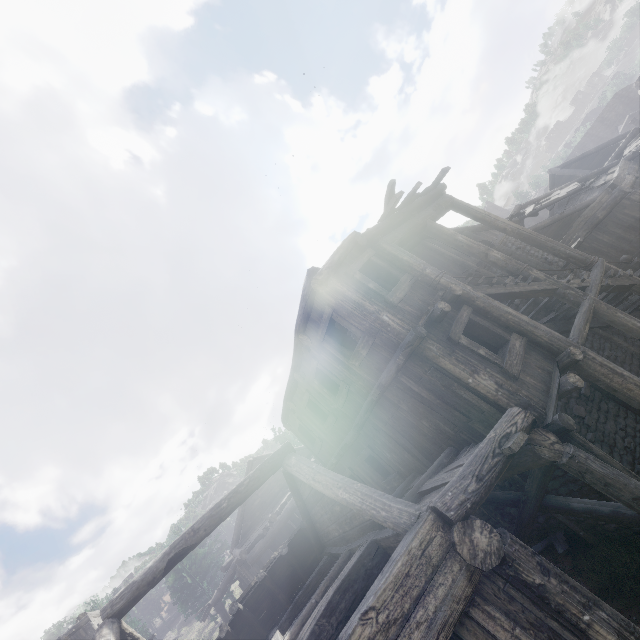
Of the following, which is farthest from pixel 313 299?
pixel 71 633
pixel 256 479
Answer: pixel 71 633

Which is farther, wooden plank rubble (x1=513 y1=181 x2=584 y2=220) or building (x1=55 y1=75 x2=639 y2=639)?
wooden plank rubble (x1=513 y1=181 x2=584 y2=220)

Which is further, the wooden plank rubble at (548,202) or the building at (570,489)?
the wooden plank rubble at (548,202)

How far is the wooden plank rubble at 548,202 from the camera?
16.4m

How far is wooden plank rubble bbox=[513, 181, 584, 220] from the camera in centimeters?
1643cm
